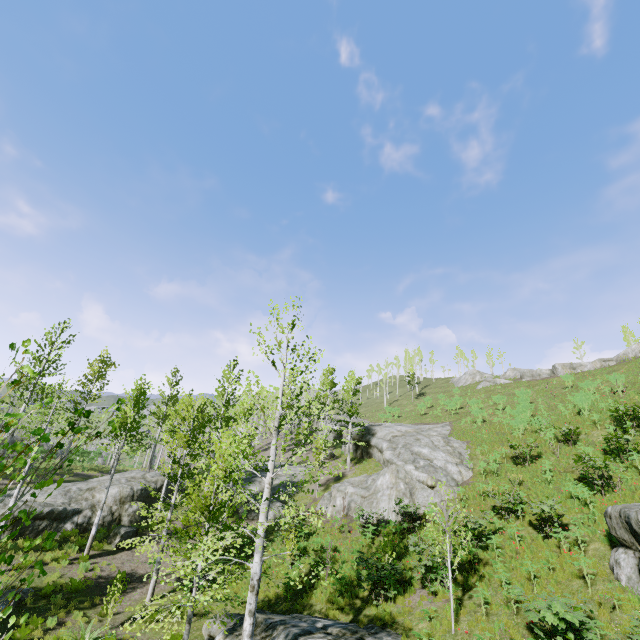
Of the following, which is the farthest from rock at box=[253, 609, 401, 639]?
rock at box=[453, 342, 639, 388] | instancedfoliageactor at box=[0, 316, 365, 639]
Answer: rock at box=[453, 342, 639, 388]

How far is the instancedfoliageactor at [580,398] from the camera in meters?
23.1

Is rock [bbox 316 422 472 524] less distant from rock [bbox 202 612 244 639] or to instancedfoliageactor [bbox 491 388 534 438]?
instancedfoliageactor [bbox 491 388 534 438]

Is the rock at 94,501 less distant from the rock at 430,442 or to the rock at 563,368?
the rock at 430,442

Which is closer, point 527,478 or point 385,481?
point 527,478

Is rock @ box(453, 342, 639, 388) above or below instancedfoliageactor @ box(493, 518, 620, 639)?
above

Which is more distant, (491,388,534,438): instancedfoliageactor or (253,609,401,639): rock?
(491,388,534,438): instancedfoliageactor
